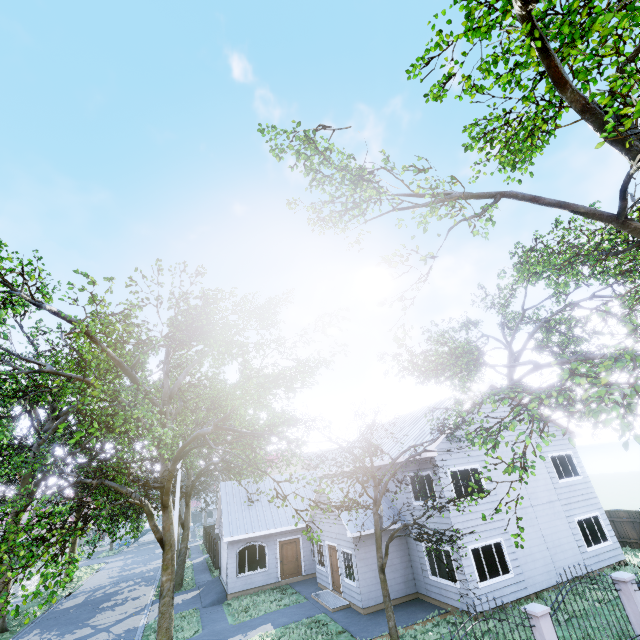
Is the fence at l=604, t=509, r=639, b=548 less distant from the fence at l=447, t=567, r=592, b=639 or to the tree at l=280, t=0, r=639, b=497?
the tree at l=280, t=0, r=639, b=497

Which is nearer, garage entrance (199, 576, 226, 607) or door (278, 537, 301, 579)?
garage entrance (199, 576, 226, 607)

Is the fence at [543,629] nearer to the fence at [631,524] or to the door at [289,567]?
the door at [289,567]

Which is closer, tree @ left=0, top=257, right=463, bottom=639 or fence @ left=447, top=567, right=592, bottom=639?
fence @ left=447, top=567, right=592, bottom=639

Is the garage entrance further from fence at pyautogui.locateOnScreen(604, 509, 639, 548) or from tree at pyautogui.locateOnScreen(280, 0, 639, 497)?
fence at pyautogui.locateOnScreen(604, 509, 639, 548)

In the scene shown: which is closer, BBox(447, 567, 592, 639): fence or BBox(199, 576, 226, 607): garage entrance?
BBox(447, 567, 592, 639): fence

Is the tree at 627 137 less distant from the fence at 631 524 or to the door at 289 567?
the fence at 631 524

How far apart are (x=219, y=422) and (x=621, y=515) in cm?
2398
